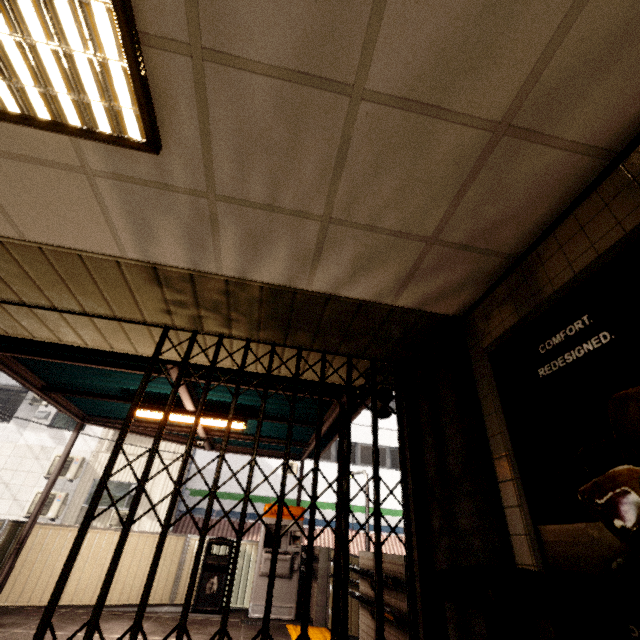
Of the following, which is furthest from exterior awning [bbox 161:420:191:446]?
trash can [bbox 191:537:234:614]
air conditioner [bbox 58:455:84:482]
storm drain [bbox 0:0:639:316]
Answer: air conditioner [bbox 58:455:84:482]

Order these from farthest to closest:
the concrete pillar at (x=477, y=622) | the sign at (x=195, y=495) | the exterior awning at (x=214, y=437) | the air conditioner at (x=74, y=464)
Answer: the sign at (x=195, y=495)
the air conditioner at (x=74, y=464)
the exterior awning at (x=214, y=437)
the concrete pillar at (x=477, y=622)

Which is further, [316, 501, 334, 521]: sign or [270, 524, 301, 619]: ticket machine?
[316, 501, 334, 521]: sign

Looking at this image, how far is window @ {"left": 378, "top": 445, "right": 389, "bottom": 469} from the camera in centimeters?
1682cm

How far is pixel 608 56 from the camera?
1.35m

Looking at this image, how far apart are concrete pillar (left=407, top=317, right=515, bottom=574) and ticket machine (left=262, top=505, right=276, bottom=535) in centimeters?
468cm

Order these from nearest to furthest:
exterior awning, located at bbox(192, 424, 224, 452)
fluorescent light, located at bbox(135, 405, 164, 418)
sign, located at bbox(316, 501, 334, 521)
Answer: fluorescent light, located at bbox(135, 405, 164, 418) → exterior awning, located at bbox(192, 424, 224, 452) → sign, located at bbox(316, 501, 334, 521)

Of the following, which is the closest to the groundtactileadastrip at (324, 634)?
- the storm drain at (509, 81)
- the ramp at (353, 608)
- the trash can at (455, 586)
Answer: the ramp at (353, 608)
